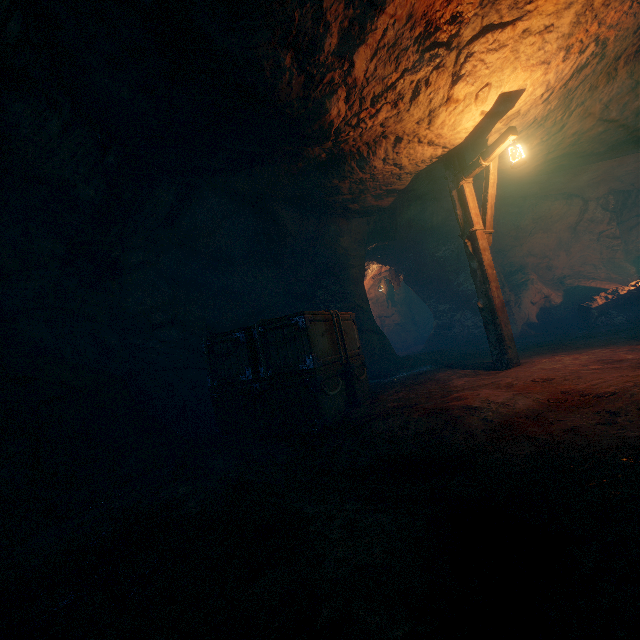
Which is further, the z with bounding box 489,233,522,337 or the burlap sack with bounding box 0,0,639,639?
the z with bounding box 489,233,522,337

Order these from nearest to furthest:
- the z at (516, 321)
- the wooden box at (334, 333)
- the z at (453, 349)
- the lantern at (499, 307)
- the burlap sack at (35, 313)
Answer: the burlap sack at (35, 313) → the wooden box at (334, 333) → the lantern at (499, 307) → the z at (453, 349) → the z at (516, 321)

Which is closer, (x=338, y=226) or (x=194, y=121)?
(x=194, y=121)

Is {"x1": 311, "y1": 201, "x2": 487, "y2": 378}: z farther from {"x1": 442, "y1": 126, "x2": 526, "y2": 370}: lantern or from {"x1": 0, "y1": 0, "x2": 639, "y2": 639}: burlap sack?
{"x1": 442, "y1": 126, "x2": 526, "y2": 370}: lantern

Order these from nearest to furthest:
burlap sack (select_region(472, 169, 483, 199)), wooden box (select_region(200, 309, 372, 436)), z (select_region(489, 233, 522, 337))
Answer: wooden box (select_region(200, 309, 372, 436)) → burlap sack (select_region(472, 169, 483, 199)) → z (select_region(489, 233, 522, 337))

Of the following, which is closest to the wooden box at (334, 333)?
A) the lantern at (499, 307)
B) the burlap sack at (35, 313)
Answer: the burlap sack at (35, 313)

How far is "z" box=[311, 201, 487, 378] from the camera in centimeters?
990cm

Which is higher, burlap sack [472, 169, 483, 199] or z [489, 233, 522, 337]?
burlap sack [472, 169, 483, 199]
